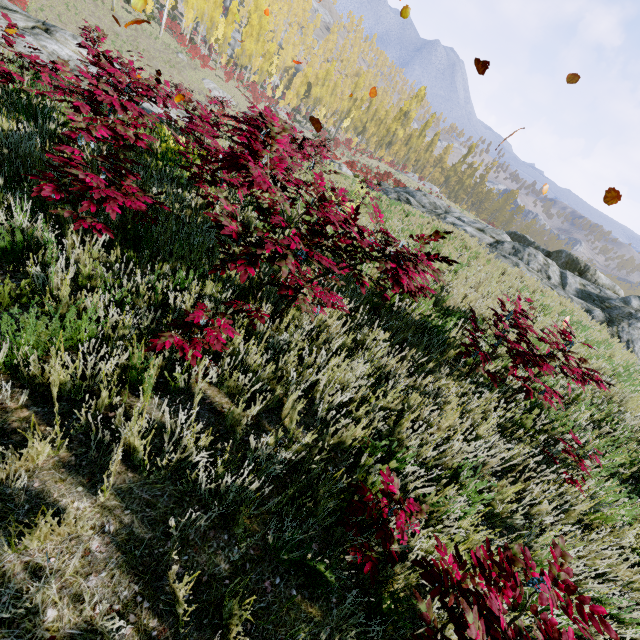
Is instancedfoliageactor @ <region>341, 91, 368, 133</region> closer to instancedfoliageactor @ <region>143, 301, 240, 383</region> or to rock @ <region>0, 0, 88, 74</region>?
instancedfoliageactor @ <region>143, 301, 240, 383</region>

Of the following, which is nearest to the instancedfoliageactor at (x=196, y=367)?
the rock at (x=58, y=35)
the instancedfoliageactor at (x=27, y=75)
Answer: the instancedfoliageactor at (x=27, y=75)

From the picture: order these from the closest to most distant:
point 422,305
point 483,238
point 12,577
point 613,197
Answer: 1. point 12,577
2. point 613,197
3. point 422,305
4. point 483,238

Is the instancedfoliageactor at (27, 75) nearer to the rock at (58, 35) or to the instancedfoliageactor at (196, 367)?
the instancedfoliageactor at (196, 367)

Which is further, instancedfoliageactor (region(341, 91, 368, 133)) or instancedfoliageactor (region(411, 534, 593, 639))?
instancedfoliageactor (region(341, 91, 368, 133))

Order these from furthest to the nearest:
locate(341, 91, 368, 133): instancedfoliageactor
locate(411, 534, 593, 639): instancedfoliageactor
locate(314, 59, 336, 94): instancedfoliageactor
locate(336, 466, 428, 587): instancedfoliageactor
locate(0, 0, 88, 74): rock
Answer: locate(314, 59, 336, 94): instancedfoliageactor → locate(341, 91, 368, 133): instancedfoliageactor → locate(0, 0, 88, 74): rock → locate(336, 466, 428, 587): instancedfoliageactor → locate(411, 534, 593, 639): instancedfoliageactor
